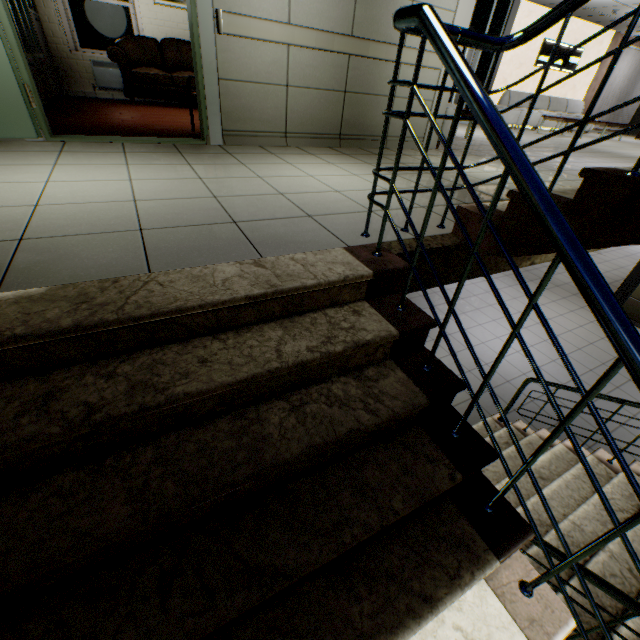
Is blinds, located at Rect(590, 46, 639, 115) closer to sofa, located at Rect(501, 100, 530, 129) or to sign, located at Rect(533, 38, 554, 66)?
sofa, located at Rect(501, 100, 530, 129)

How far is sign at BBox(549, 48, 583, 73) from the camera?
11.69m

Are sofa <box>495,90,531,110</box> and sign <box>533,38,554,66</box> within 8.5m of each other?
yes

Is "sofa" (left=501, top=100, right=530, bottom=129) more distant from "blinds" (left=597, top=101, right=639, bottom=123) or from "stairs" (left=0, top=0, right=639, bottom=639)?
"stairs" (left=0, top=0, right=639, bottom=639)

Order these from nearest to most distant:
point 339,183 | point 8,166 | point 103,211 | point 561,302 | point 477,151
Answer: point 103,211
point 8,166
point 339,183
point 477,151
point 561,302

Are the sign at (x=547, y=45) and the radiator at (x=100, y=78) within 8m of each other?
no

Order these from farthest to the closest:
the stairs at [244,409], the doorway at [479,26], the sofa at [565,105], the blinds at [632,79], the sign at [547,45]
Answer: the blinds at [632,79]
the sofa at [565,105]
the sign at [547,45]
the doorway at [479,26]
the stairs at [244,409]

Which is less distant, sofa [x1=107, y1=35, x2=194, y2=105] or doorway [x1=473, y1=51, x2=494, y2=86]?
sofa [x1=107, y1=35, x2=194, y2=105]
